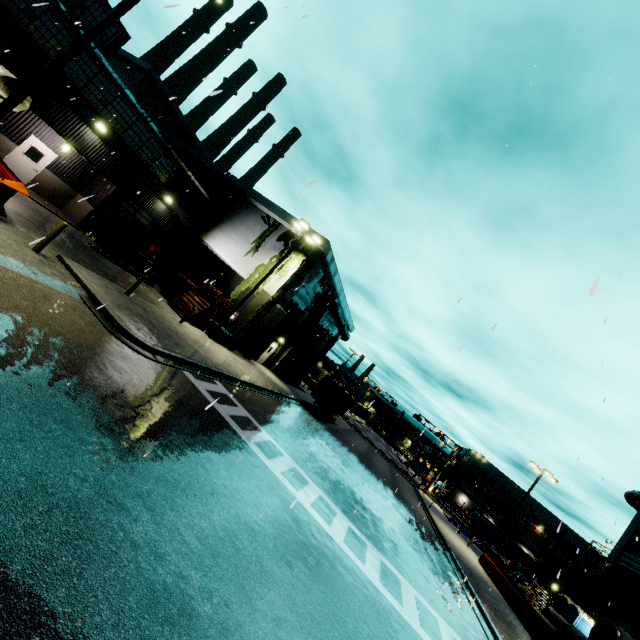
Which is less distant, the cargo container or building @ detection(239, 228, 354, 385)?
building @ detection(239, 228, 354, 385)

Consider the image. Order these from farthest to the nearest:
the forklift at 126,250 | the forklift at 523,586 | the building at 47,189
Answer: the forklift at 523,586
the forklift at 126,250
the building at 47,189

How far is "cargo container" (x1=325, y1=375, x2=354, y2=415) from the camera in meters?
30.2

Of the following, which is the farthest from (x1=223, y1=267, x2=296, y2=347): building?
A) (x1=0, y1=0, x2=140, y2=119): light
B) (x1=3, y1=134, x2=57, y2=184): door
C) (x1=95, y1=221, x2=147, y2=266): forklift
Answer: (x1=0, y1=0, x2=140, y2=119): light

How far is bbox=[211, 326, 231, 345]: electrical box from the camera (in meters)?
21.25

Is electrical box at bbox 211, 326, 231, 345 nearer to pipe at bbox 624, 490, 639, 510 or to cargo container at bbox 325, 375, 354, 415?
cargo container at bbox 325, 375, 354, 415

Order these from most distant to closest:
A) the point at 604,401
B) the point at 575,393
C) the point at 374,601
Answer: the point at 575,393, the point at 374,601, the point at 604,401

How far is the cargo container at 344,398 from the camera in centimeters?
3023cm
